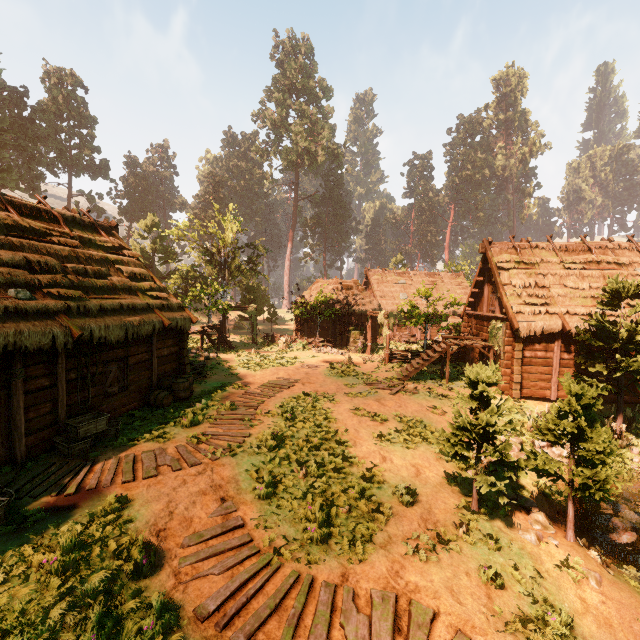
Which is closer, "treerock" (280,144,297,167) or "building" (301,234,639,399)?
"building" (301,234,639,399)

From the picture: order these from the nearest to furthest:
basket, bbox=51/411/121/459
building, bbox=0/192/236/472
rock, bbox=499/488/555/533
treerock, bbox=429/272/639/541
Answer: treerock, bbox=429/272/639/541, rock, bbox=499/488/555/533, building, bbox=0/192/236/472, basket, bbox=51/411/121/459

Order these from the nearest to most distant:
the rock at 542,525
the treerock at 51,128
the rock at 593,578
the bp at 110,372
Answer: the rock at 593,578 < the rock at 542,525 < the bp at 110,372 < the treerock at 51,128

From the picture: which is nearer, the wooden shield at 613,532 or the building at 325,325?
the wooden shield at 613,532

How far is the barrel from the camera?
12.6 meters

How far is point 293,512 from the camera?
7.40m

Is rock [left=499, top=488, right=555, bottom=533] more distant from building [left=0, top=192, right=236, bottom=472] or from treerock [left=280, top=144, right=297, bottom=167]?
building [left=0, top=192, right=236, bottom=472]

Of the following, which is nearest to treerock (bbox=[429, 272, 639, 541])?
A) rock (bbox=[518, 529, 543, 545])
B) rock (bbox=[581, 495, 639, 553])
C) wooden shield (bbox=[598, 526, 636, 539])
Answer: rock (bbox=[518, 529, 543, 545])
